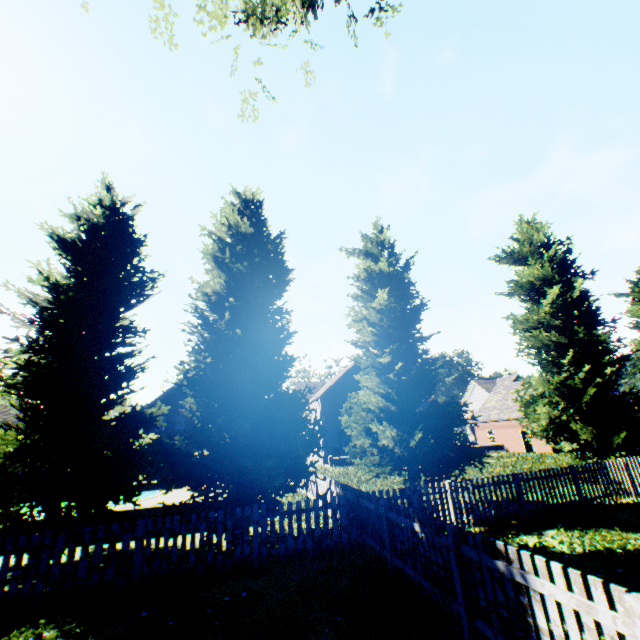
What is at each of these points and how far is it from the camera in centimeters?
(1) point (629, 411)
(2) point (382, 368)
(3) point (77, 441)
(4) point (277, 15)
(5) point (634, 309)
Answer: (1) tree, 1377cm
(2) tree, 1345cm
(3) tree, 847cm
(4) tree, 749cm
(5) tree, 1880cm

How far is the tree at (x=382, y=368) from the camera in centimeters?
1144cm

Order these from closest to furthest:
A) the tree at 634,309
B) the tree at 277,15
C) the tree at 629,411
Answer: the tree at 277,15 → the tree at 629,411 → the tree at 634,309

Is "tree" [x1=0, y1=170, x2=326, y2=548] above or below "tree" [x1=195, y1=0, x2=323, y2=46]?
below

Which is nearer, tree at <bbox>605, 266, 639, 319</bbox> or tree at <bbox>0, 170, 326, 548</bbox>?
tree at <bbox>0, 170, 326, 548</bbox>

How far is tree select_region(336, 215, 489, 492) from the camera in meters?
11.4 m
